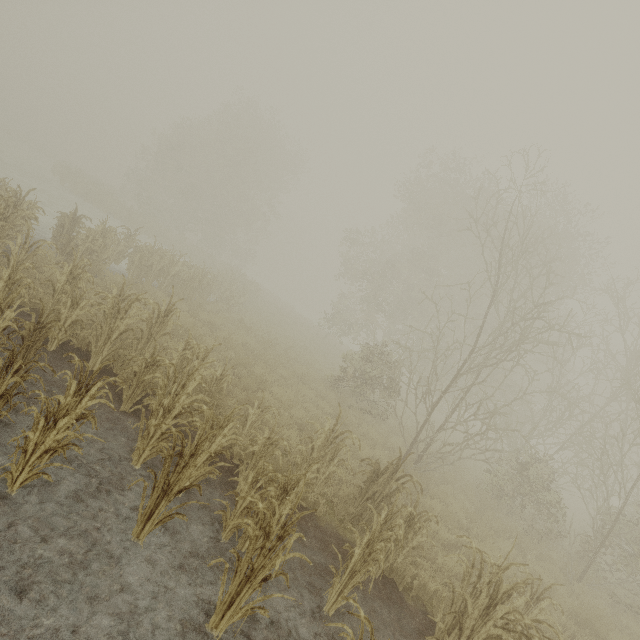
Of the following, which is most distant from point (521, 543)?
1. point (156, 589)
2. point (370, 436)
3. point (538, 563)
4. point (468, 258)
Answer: point (468, 258)
